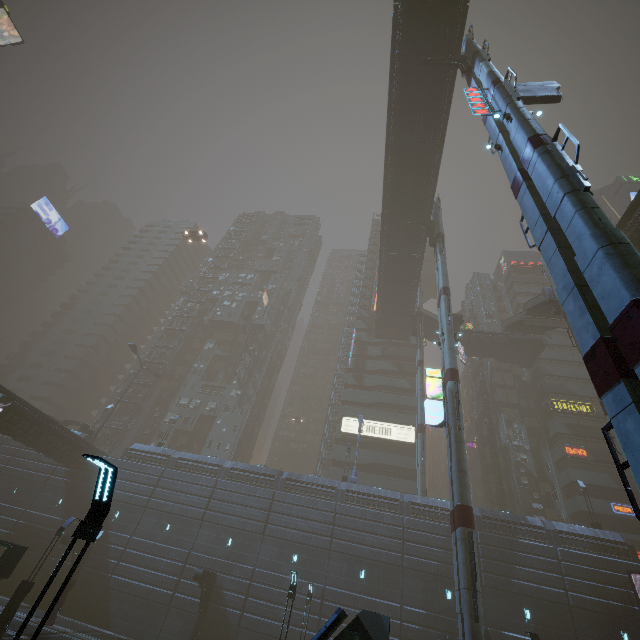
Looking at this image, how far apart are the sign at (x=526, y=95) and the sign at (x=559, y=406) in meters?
38.0 m

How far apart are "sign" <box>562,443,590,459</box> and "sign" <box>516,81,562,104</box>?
38.7 meters

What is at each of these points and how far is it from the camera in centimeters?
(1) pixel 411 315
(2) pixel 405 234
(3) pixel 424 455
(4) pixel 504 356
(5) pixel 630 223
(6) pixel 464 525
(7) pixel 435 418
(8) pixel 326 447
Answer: (1) building structure, 4912cm
(2) bridge, 4056cm
(3) sm, 3428cm
(4) bridge, 4900cm
(5) bridge, 2344cm
(6) sm, 1680cm
(7) sign, 2167cm
(8) building structure, 5144cm

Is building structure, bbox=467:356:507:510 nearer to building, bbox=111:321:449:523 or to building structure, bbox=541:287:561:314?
building, bbox=111:321:449:523

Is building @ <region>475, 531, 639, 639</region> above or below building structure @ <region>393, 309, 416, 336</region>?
below

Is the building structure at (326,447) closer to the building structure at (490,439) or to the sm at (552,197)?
the building structure at (490,439)

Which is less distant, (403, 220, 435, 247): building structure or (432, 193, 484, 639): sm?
(432, 193, 484, 639): sm

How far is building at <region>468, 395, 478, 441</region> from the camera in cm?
5568
